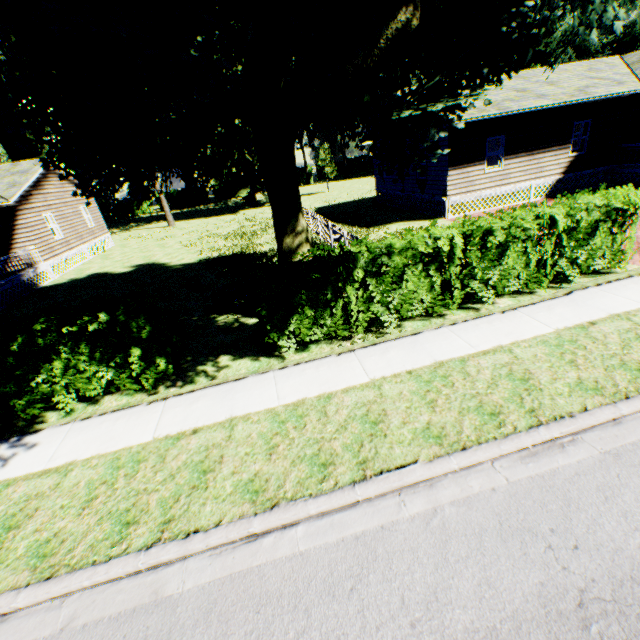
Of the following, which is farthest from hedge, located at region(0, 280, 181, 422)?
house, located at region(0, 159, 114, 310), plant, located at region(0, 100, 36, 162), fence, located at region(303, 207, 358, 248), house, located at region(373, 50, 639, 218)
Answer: plant, located at region(0, 100, 36, 162)

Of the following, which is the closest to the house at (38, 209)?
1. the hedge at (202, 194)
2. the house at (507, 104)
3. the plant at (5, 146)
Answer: the plant at (5, 146)

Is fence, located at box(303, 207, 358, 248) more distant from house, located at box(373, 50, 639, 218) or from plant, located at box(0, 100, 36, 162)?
plant, located at box(0, 100, 36, 162)

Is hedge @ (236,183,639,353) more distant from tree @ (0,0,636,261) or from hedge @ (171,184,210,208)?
hedge @ (171,184,210,208)

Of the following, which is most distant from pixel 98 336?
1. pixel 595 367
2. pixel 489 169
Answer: pixel 489 169

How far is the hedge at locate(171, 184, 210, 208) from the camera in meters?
55.9

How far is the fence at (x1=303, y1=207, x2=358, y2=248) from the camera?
12.4m

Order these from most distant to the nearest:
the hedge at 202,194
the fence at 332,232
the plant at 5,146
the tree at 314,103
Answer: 1. the hedge at 202,194
2. the plant at 5,146
3. the fence at 332,232
4. the tree at 314,103
